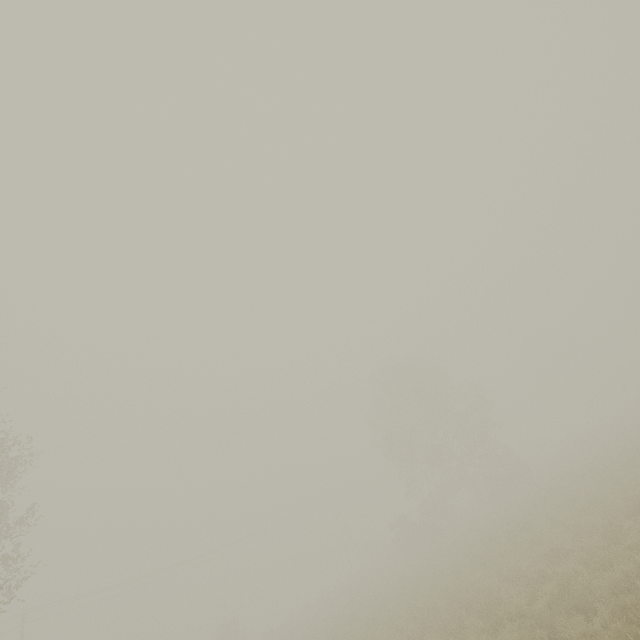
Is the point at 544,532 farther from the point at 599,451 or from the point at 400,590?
the point at 599,451

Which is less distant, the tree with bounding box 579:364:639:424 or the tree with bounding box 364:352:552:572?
the tree with bounding box 364:352:552:572

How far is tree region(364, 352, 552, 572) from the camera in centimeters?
3262cm

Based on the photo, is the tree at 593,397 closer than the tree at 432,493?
No

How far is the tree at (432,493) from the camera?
32.6 meters
